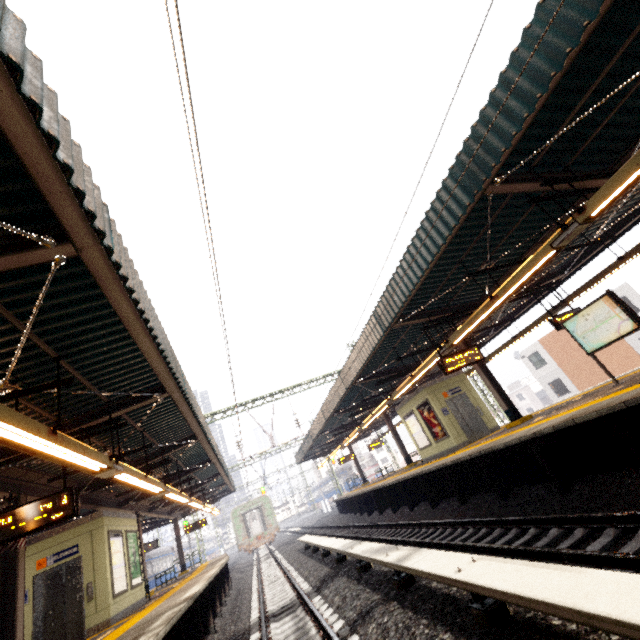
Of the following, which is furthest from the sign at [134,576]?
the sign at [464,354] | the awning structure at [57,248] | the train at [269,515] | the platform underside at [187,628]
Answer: the train at [269,515]

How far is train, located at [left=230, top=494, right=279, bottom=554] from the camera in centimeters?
3084cm

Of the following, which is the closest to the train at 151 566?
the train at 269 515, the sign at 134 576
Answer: the train at 269 515

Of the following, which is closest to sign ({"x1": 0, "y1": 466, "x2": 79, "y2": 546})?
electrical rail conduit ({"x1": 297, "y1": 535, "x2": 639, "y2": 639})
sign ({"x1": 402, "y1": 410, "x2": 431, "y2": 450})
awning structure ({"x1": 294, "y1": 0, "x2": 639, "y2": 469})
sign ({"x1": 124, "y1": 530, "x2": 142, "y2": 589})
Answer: electrical rail conduit ({"x1": 297, "y1": 535, "x2": 639, "y2": 639})

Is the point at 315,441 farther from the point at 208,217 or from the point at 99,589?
the point at 208,217

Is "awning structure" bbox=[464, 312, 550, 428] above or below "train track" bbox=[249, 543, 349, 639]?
above

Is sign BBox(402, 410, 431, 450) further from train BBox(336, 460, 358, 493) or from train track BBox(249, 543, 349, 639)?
train BBox(336, 460, 358, 493)

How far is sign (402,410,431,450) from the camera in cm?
1533
